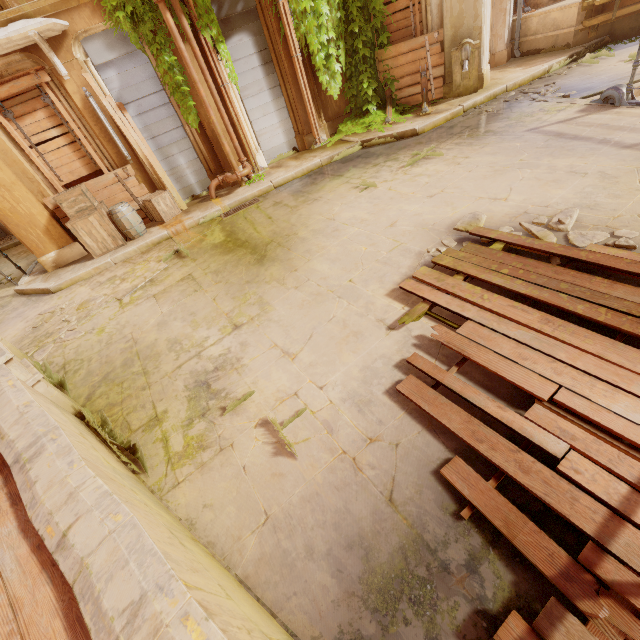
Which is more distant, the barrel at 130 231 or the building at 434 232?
the barrel at 130 231

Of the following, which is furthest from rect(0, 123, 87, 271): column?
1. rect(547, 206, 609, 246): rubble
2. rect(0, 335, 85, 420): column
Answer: rect(547, 206, 609, 246): rubble

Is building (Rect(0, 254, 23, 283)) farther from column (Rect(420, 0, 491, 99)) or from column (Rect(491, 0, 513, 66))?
column (Rect(420, 0, 491, 99))

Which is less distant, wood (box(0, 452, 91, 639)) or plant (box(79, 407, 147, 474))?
wood (box(0, 452, 91, 639))

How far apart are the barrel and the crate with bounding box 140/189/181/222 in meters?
0.3

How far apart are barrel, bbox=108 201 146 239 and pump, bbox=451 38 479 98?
9.4 meters

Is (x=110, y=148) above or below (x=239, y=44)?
below

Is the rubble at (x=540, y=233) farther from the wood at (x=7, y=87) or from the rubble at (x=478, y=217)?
the wood at (x=7, y=87)
